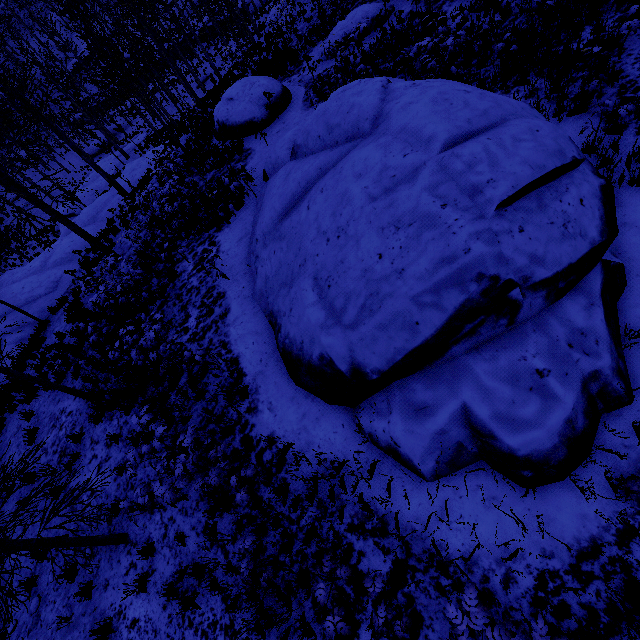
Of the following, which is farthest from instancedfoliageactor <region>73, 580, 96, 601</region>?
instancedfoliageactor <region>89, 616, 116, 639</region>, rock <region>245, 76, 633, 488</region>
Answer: rock <region>245, 76, 633, 488</region>

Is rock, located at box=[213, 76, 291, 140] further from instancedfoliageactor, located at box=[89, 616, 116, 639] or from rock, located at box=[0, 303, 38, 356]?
instancedfoliageactor, located at box=[89, 616, 116, 639]

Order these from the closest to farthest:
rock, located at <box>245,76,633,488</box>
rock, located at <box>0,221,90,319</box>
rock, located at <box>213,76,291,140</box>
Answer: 1. rock, located at <box>245,76,633,488</box>
2. rock, located at <box>213,76,291,140</box>
3. rock, located at <box>0,221,90,319</box>

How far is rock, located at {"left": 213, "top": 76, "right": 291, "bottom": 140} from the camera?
13.88m

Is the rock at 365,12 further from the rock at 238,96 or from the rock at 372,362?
the rock at 372,362

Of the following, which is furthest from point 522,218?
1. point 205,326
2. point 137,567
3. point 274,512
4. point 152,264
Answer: point 152,264

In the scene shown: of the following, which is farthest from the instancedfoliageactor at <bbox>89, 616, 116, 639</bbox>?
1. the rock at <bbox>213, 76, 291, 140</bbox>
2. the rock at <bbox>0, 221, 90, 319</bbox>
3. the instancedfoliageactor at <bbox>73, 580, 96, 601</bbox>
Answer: the rock at <bbox>213, 76, 291, 140</bbox>

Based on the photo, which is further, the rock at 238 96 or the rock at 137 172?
the rock at 137 172
